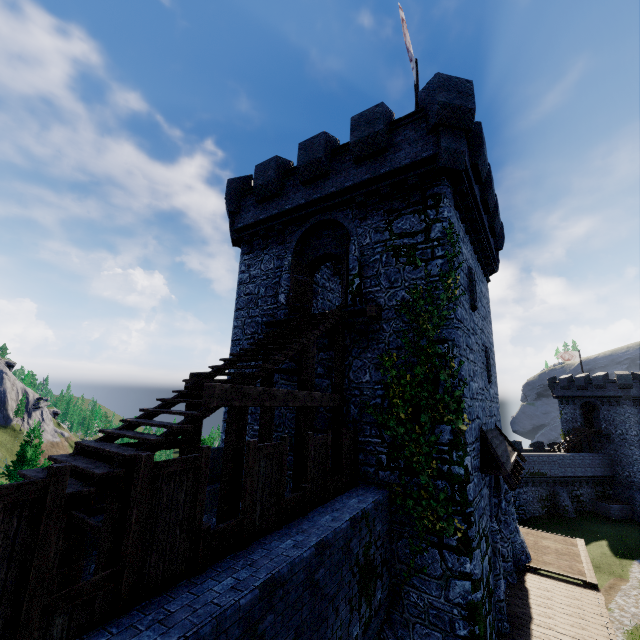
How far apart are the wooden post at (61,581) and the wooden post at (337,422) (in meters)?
6.32

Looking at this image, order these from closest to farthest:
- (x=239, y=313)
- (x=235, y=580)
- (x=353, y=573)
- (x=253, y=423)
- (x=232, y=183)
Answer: (x=235, y=580) → (x=353, y=573) → (x=253, y=423) → (x=239, y=313) → (x=232, y=183)

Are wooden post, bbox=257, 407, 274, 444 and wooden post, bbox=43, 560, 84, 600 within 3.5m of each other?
no

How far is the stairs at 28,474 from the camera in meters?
4.6

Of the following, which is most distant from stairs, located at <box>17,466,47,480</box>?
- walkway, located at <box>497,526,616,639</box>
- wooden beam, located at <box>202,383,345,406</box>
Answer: walkway, located at <box>497,526,616,639</box>

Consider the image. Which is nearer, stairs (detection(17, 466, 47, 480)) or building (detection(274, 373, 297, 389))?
stairs (detection(17, 466, 47, 480))

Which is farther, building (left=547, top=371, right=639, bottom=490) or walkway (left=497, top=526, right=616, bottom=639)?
building (left=547, top=371, right=639, bottom=490)

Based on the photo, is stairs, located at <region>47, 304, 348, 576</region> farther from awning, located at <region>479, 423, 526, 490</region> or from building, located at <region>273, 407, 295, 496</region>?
awning, located at <region>479, 423, 526, 490</region>
